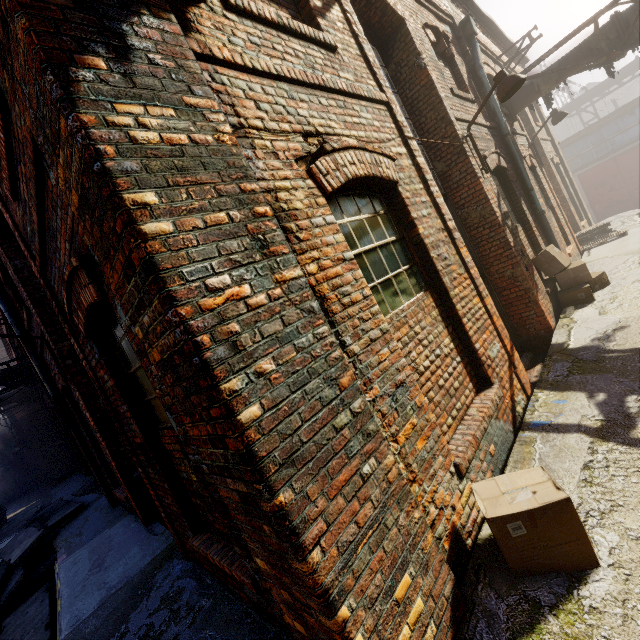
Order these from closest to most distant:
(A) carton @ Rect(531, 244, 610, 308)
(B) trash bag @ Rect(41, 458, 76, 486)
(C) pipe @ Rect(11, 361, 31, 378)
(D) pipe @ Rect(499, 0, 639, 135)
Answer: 1. (A) carton @ Rect(531, 244, 610, 308)
2. (D) pipe @ Rect(499, 0, 639, 135)
3. (C) pipe @ Rect(11, 361, 31, 378)
4. (B) trash bag @ Rect(41, 458, 76, 486)

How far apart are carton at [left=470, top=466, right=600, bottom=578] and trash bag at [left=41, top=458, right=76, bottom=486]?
21.96m

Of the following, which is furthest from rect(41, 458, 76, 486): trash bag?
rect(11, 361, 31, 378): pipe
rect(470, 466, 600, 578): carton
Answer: rect(470, 466, 600, 578): carton

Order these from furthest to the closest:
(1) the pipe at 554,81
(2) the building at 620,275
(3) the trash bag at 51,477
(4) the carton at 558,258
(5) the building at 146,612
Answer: (3) the trash bag at 51,477
(1) the pipe at 554,81
(4) the carton at 558,258
(5) the building at 146,612
(2) the building at 620,275

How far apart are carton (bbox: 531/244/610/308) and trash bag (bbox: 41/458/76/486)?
22.84m

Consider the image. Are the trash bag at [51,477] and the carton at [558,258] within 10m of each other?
no

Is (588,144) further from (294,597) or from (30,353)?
(30,353)

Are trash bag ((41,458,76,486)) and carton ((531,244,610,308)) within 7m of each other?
no
